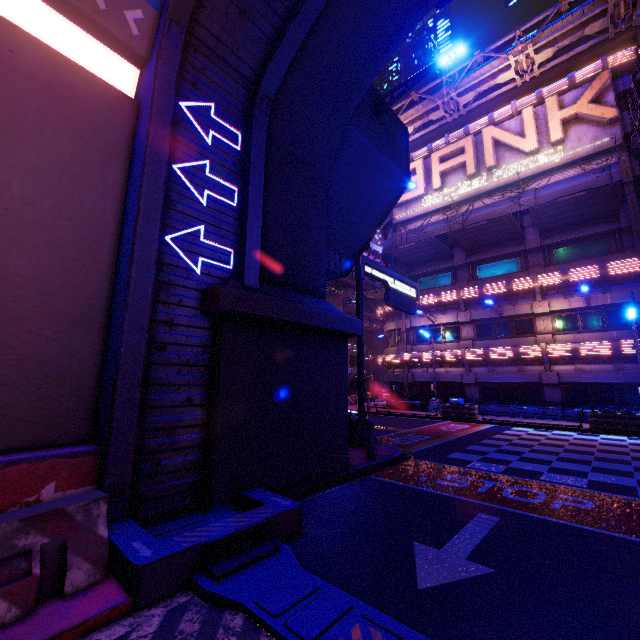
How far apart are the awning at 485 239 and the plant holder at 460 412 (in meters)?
11.49

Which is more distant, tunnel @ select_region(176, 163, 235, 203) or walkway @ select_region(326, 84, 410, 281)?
walkway @ select_region(326, 84, 410, 281)

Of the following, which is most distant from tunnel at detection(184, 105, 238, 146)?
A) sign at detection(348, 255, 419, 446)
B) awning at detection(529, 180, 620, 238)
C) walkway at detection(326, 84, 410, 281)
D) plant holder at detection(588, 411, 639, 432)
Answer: plant holder at detection(588, 411, 639, 432)

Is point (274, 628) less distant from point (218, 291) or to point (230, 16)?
point (218, 291)

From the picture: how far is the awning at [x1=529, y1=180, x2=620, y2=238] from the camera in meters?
17.7

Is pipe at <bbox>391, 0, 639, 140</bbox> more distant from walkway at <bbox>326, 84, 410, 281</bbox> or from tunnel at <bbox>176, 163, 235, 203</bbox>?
tunnel at <bbox>176, 163, 235, 203</bbox>

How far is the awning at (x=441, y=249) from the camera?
24.3m

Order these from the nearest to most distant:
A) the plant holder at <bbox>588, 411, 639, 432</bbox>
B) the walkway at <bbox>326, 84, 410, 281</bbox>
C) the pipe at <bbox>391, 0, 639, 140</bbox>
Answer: the walkway at <bbox>326, 84, 410, 281</bbox>
the plant holder at <bbox>588, 411, 639, 432</bbox>
the pipe at <bbox>391, 0, 639, 140</bbox>
